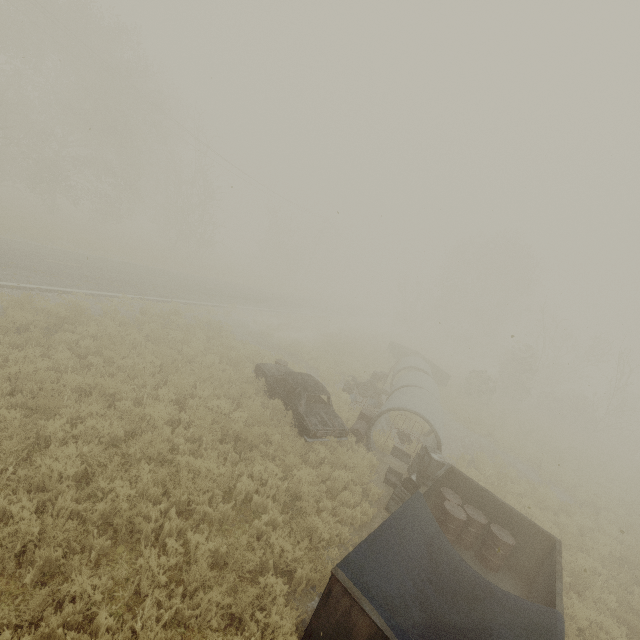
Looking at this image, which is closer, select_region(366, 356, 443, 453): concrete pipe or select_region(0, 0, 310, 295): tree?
select_region(366, 356, 443, 453): concrete pipe

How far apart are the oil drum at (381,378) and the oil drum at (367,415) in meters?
6.0 m

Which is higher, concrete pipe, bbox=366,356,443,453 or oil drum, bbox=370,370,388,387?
concrete pipe, bbox=366,356,443,453

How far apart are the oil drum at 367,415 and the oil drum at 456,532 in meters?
2.9

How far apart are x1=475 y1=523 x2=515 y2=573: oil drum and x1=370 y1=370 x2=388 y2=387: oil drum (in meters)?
10.36

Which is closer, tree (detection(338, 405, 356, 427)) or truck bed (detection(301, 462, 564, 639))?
truck bed (detection(301, 462, 564, 639))

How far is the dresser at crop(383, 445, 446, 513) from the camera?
8.34m

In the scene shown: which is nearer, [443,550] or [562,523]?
[443,550]
